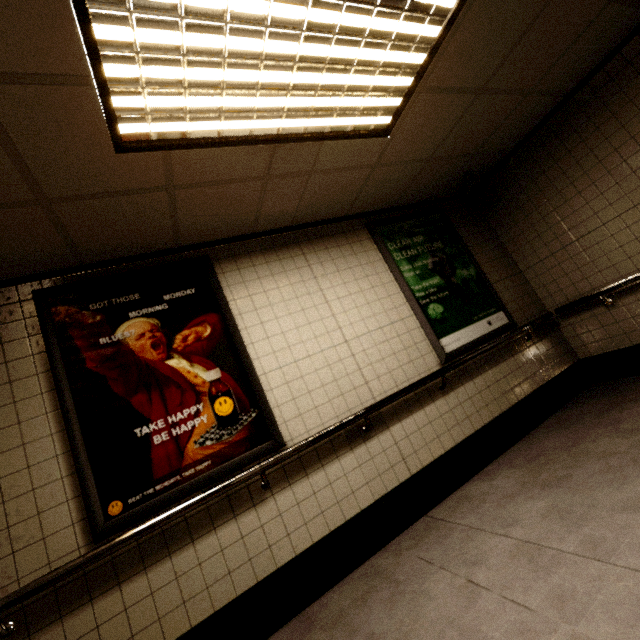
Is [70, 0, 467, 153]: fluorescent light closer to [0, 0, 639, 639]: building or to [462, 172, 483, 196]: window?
[0, 0, 639, 639]: building

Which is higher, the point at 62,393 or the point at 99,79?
the point at 99,79

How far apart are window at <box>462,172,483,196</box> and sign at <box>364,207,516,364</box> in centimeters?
37cm

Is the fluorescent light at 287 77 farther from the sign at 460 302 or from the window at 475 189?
the window at 475 189

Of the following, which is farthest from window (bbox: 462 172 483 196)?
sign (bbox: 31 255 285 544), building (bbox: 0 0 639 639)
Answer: sign (bbox: 31 255 285 544)

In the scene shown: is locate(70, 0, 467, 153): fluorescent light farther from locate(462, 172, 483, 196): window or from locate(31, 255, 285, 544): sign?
locate(462, 172, 483, 196): window

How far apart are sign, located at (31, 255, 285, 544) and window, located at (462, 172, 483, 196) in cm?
316

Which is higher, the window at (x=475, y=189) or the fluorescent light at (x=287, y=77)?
the fluorescent light at (x=287, y=77)
